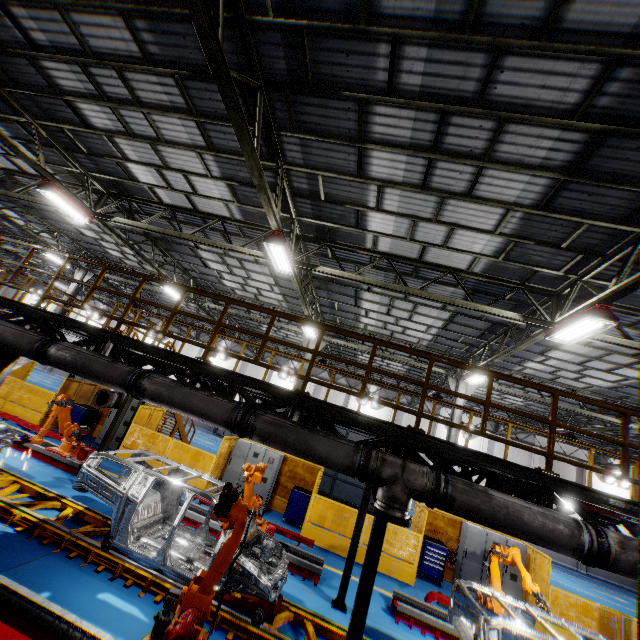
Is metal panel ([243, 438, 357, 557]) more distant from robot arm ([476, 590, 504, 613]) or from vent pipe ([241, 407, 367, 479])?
vent pipe ([241, 407, 367, 479])

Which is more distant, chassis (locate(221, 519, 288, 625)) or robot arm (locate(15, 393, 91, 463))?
robot arm (locate(15, 393, 91, 463))

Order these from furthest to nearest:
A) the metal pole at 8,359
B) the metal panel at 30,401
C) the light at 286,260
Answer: the metal panel at 30,401, the light at 286,260, the metal pole at 8,359

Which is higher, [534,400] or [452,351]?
[452,351]

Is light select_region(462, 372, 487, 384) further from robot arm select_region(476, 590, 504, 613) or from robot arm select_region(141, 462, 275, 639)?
robot arm select_region(141, 462, 275, 639)

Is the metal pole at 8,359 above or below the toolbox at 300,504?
above

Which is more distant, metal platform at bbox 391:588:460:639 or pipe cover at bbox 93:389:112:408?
pipe cover at bbox 93:389:112:408

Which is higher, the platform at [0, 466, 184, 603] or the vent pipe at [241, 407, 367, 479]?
the vent pipe at [241, 407, 367, 479]
